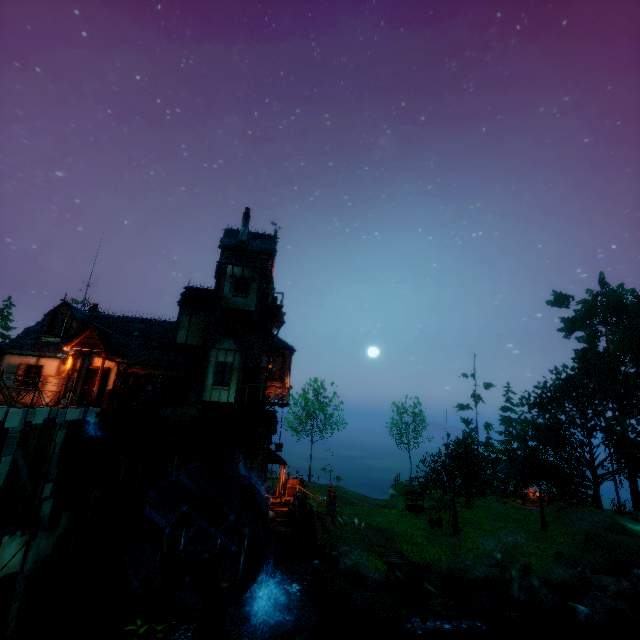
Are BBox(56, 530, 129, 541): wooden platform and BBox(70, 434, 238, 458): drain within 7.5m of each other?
yes

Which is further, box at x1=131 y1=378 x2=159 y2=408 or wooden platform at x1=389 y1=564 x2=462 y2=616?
box at x1=131 y1=378 x2=159 y2=408

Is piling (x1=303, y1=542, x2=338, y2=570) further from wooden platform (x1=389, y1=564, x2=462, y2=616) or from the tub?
the tub

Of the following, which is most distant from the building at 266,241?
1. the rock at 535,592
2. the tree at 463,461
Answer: the rock at 535,592

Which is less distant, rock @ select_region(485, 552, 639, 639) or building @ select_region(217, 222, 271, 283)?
rock @ select_region(485, 552, 639, 639)

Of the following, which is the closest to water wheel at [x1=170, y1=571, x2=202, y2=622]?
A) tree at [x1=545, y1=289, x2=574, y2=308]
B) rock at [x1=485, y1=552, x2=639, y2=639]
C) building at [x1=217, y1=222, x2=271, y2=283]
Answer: building at [x1=217, y1=222, x2=271, y2=283]

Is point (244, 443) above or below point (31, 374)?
below

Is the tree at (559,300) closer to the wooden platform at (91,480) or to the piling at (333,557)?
the piling at (333,557)
